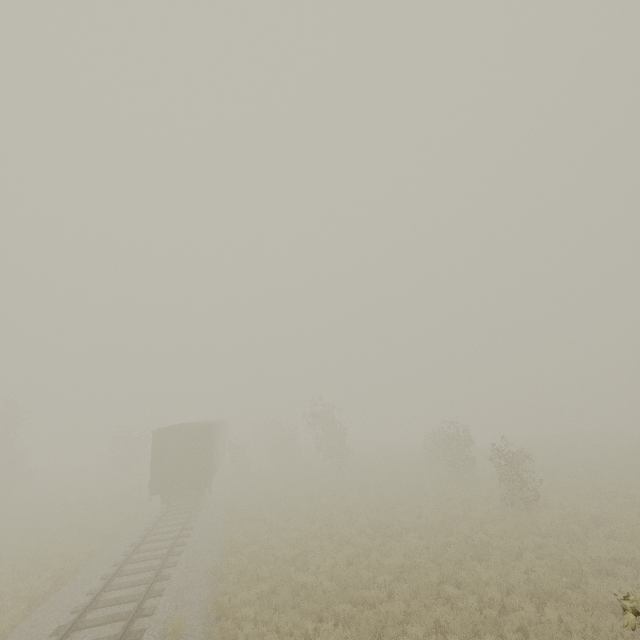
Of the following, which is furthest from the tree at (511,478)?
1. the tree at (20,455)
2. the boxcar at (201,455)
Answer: the tree at (20,455)

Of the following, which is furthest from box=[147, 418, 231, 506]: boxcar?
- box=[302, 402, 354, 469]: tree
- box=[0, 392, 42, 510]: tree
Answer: box=[0, 392, 42, 510]: tree

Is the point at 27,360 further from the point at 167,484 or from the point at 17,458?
the point at 167,484

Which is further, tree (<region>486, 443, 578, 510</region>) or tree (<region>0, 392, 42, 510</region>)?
tree (<region>0, 392, 42, 510</region>)

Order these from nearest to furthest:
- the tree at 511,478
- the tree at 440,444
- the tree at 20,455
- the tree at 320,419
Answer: the tree at 511,478, the tree at 440,444, the tree at 20,455, the tree at 320,419

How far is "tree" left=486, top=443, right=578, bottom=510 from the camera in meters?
15.6 m

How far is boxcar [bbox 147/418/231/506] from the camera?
19.2m

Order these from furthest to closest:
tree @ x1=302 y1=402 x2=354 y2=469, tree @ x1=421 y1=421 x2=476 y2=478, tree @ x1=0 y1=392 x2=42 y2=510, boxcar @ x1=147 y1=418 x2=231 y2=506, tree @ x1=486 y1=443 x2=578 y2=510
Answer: tree @ x1=302 y1=402 x2=354 y2=469 → tree @ x1=0 y1=392 x2=42 y2=510 → tree @ x1=421 y1=421 x2=476 y2=478 → boxcar @ x1=147 y1=418 x2=231 y2=506 → tree @ x1=486 y1=443 x2=578 y2=510
